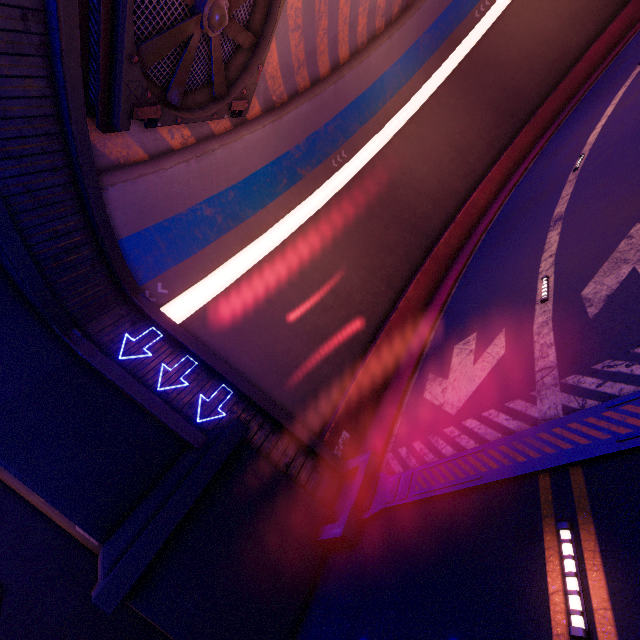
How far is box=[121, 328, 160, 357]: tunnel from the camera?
9.30m

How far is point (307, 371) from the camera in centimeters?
1266cm

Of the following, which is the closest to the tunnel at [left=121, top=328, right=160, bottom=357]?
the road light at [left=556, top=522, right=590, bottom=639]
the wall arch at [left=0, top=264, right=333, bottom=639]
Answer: the wall arch at [left=0, top=264, right=333, bottom=639]

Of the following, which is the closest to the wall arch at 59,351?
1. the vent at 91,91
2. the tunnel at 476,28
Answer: the tunnel at 476,28

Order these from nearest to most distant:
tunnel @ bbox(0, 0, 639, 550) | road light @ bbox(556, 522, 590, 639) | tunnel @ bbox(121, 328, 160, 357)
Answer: road light @ bbox(556, 522, 590, 639) → tunnel @ bbox(0, 0, 639, 550) → tunnel @ bbox(121, 328, 160, 357)

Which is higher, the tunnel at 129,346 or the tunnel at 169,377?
the tunnel at 129,346

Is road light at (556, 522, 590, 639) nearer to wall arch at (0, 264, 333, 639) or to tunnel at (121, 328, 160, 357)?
tunnel at (121, 328, 160, 357)

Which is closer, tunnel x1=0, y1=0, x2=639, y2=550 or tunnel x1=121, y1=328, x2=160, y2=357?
tunnel x1=0, y1=0, x2=639, y2=550
